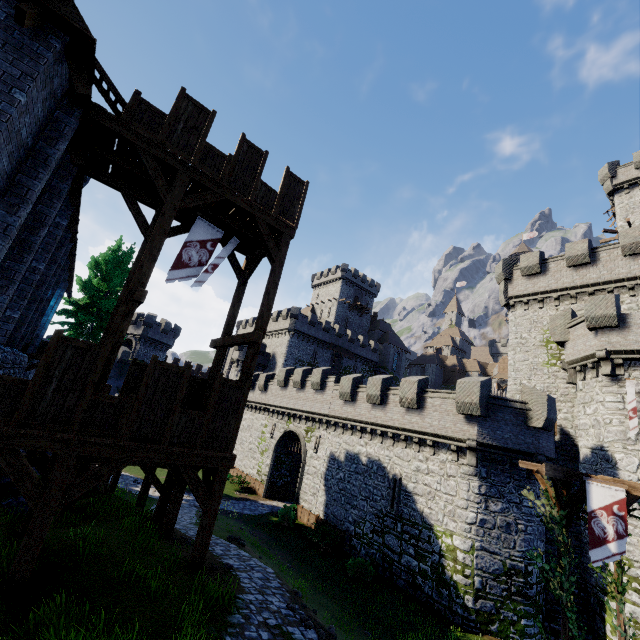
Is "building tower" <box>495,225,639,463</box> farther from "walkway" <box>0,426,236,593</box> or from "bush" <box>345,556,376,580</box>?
"walkway" <box>0,426,236,593</box>

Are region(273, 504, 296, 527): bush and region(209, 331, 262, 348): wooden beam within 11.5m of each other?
no

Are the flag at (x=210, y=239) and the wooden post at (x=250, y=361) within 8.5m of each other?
yes

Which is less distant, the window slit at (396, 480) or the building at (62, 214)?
the building at (62, 214)

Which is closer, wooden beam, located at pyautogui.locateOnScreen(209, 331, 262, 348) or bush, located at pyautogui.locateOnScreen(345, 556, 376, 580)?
wooden beam, located at pyautogui.locateOnScreen(209, 331, 262, 348)

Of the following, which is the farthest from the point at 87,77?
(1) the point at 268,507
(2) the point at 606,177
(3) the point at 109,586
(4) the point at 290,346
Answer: Answer: (2) the point at 606,177

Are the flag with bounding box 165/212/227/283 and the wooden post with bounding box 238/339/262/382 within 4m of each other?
yes

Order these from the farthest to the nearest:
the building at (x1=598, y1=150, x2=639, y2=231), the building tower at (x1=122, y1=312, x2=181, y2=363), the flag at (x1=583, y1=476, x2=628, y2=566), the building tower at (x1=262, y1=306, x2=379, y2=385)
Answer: the building tower at (x1=262, y1=306, x2=379, y2=385), the building tower at (x1=122, y1=312, x2=181, y2=363), the building at (x1=598, y1=150, x2=639, y2=231), the flag at (x1=583, y1=476, x2=628, y2=566)
